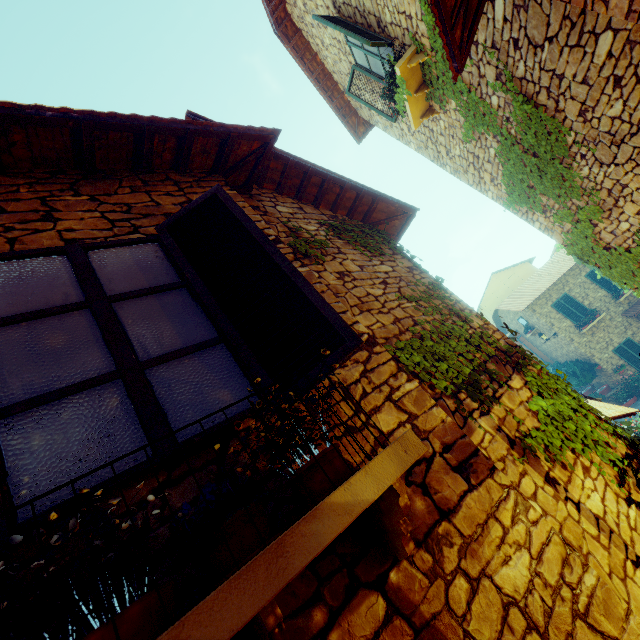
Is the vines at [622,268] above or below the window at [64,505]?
below

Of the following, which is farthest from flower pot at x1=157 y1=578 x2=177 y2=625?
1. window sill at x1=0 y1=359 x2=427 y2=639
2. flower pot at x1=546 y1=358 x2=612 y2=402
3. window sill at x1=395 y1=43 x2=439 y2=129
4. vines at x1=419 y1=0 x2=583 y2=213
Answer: flower pot at x1=546 y1=358 x2=612 y2=402

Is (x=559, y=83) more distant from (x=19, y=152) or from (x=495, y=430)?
(x=19, y=152)

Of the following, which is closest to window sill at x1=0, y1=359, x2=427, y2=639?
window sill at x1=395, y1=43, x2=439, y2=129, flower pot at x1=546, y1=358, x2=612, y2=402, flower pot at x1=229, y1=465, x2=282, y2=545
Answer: flower pot at x1=229, y1=465, x2=282, y2=545

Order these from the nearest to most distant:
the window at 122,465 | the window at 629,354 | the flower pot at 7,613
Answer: the flower pot at 7,613 → the window at 122,465 → the window at 629,354

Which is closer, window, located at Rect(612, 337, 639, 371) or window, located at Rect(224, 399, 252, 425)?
window, located at Rect(224, 399, 252, 425)

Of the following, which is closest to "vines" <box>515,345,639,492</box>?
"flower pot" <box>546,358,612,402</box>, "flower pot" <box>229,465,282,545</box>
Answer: "flower pot" <box>229,465,282,545</box>

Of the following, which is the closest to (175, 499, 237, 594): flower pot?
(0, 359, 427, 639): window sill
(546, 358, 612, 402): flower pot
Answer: (0, 359, 427, 639): window sill
